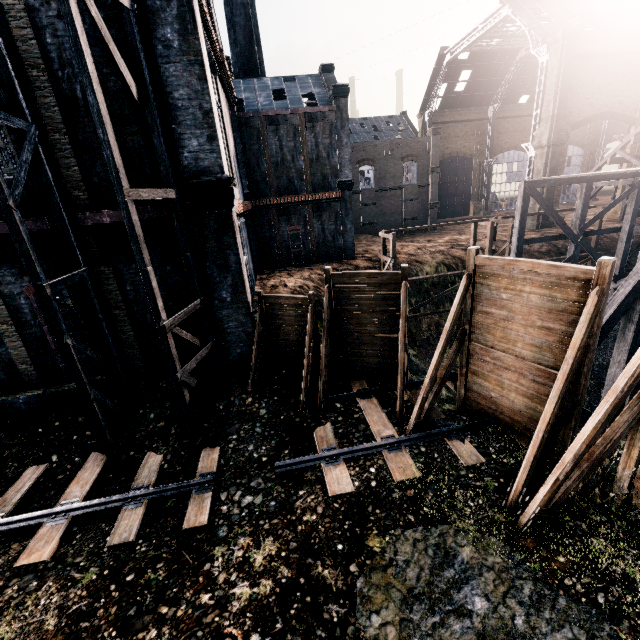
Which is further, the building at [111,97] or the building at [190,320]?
the building at [190,320]

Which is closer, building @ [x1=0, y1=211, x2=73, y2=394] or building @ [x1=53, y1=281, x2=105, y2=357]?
building @ [x1=0, y1=211, x2=73, y2=394]

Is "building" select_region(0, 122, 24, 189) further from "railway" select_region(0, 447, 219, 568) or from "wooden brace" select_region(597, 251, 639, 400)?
"wooden brace" select_region(597, 251, 639, 400)

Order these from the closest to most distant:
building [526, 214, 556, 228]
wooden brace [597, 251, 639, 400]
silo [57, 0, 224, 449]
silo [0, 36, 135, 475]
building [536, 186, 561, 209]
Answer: silo [57, 0, 224, 449] < silo [0, 36, 135, 475] < wooden brace [597, 251, 639, 400] < building [536, 186, 561, 209] < building [526, 214, 556, 228]

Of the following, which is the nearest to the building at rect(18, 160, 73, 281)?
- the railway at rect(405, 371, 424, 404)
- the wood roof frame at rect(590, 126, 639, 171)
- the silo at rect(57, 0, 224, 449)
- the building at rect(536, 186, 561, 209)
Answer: the silo at rect(57, 0, 224, 449)

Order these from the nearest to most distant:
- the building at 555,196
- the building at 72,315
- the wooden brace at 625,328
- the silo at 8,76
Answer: the silo at 8,76 → the building at 72,315 → the wooden brace at 625,328 → the building at 555,196

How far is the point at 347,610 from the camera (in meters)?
6.39

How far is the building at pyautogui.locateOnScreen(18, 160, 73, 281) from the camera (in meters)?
10.29
